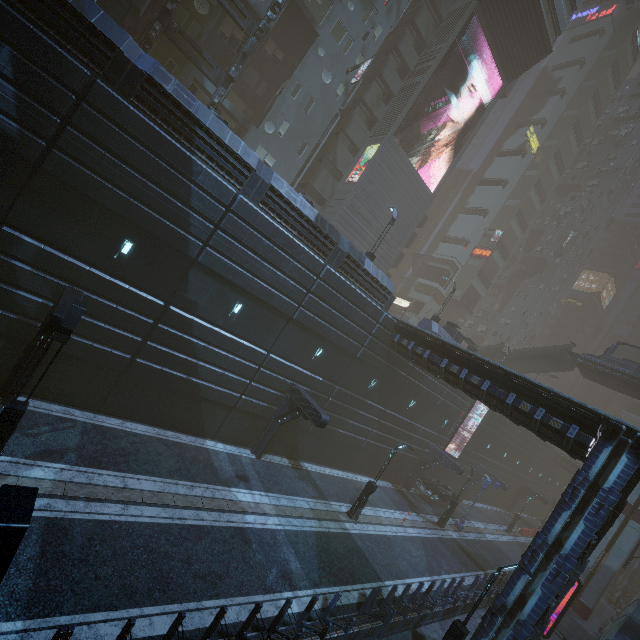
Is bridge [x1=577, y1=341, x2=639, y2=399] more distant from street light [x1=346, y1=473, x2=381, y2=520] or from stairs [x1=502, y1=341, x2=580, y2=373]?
street light [x1=346, y1=473, x2=381, y2=520]

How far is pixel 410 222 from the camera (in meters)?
34.91

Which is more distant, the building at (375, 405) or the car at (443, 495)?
the car at (443, 495)

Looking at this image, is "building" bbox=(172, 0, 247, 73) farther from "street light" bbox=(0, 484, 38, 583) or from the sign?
"street light" bbox=(0, 484, 38, 583)

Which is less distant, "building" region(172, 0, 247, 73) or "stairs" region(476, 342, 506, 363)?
"building" region(172, 0, 247, 73)

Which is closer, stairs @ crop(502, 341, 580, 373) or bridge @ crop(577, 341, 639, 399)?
bridge @ crop(577, 341, 639, 399)

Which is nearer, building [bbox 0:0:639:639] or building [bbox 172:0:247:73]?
building [bbox 0:0:639:639]

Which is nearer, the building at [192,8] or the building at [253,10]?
the building at [192,8]
